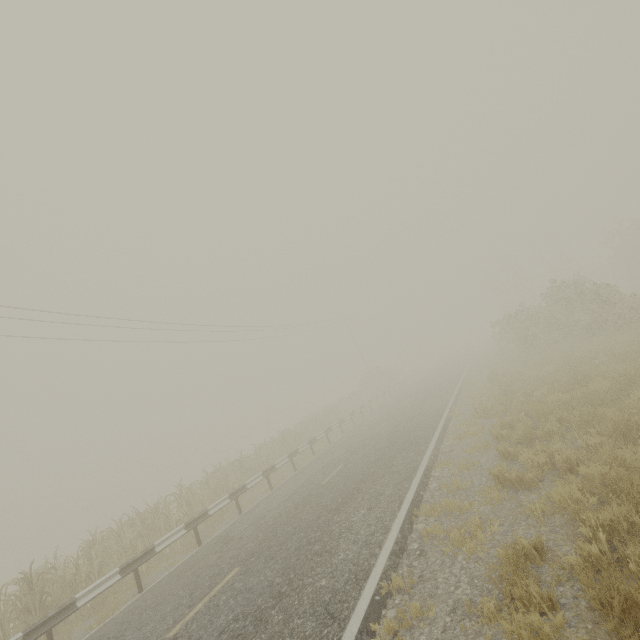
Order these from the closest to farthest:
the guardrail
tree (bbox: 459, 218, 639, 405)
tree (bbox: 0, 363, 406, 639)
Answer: the guardrail
tree (bbox: 0, 363, 406, 639)
tree (bbox: 459, 218, 639, 405)

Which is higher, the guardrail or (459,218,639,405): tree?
(459,218,639,405): tree

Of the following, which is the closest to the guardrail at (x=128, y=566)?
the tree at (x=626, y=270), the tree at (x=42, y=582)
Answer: the tree at (x=626, y=270)

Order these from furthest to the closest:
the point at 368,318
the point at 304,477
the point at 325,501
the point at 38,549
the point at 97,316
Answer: the point at 368,318, the point at 38,549, the point at 97,316, the point at 304,477, the point at 325,501

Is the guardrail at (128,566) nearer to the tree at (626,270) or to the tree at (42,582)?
the tree at (626,270)

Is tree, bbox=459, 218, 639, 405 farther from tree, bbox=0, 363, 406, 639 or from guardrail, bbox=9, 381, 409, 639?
guardrail, bbox=9, 381, 409, 639
